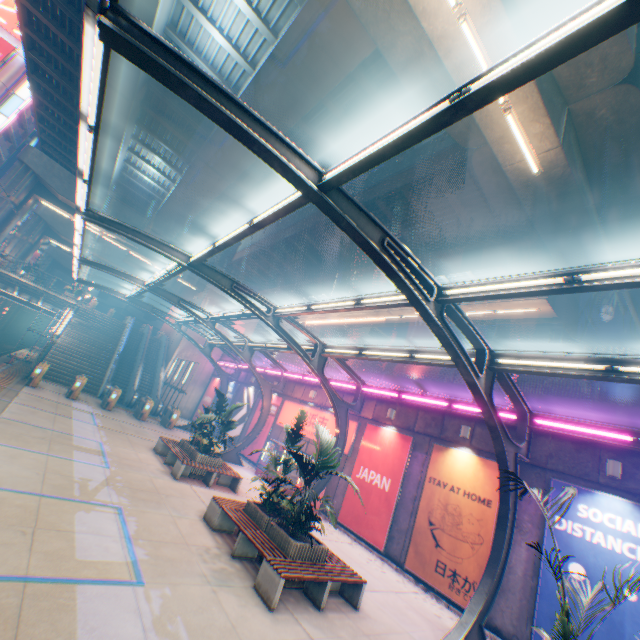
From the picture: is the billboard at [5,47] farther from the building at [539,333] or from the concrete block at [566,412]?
the building at [539,333]

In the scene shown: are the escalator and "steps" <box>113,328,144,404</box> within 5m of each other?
yes

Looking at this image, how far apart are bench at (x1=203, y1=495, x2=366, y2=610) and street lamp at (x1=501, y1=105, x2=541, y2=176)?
11.8m

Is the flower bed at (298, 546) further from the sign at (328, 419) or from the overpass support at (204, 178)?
the overpass support at (204, 178)

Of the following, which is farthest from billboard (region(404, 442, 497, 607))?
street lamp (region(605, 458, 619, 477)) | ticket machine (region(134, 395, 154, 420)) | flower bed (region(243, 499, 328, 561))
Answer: ticket machine (region(134, 395, 154, 420))

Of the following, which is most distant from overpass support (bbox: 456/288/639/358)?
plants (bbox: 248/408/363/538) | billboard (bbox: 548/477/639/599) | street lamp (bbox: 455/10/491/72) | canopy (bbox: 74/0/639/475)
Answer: plants (bbox: 248/408/363/538)

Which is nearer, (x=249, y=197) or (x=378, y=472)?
(x=378, y=472)

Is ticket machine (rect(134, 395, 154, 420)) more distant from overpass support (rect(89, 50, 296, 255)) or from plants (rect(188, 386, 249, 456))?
overpass support (rect(89, 50, 296, 255))
